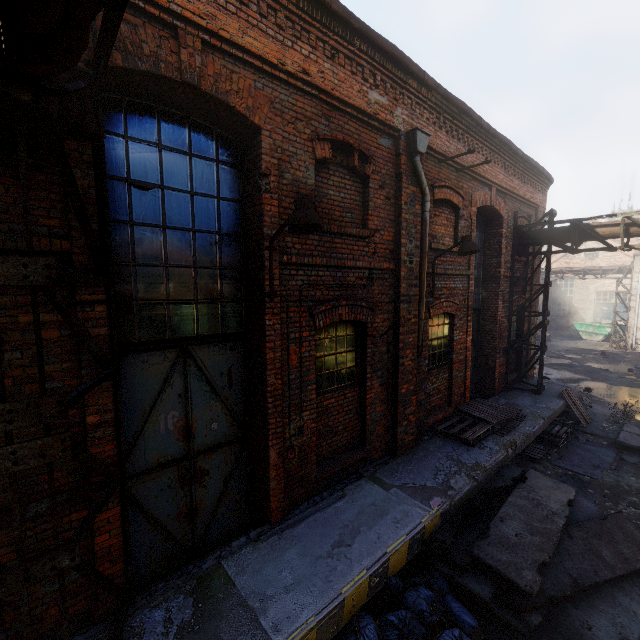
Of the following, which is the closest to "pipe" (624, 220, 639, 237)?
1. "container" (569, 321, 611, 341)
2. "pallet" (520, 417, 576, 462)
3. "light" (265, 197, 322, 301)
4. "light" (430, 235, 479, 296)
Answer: "light" (265, 197, 322, 301)

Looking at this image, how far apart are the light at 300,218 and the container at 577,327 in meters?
31.6 m

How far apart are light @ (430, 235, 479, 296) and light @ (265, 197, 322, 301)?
3.9m

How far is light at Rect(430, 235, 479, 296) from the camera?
6.44m

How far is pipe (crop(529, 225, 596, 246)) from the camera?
9.4 meters

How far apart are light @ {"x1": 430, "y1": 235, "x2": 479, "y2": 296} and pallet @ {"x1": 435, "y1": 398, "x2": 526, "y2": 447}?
3.19m

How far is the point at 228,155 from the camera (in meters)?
4.56

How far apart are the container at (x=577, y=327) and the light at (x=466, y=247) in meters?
27.4 m
